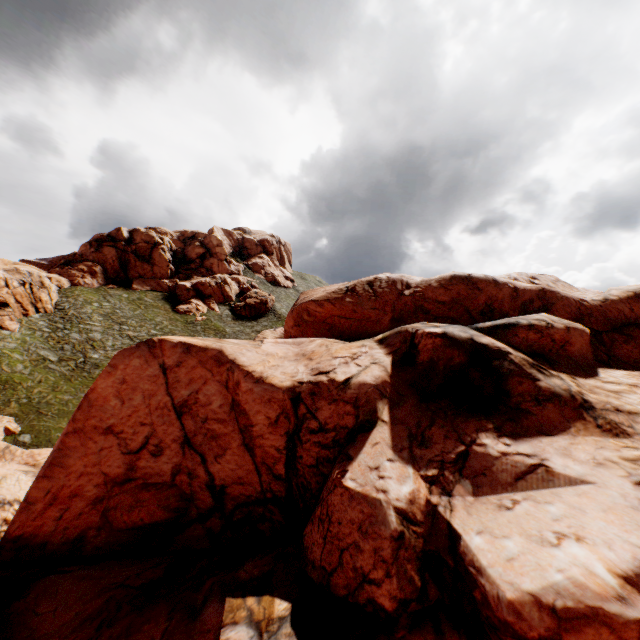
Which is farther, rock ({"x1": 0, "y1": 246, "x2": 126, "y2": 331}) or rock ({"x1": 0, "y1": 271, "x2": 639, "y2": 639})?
rock ({"x1": 0, "y1": 246, "x2": 126, "y2": 331})

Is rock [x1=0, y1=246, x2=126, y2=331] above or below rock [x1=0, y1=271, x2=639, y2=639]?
above

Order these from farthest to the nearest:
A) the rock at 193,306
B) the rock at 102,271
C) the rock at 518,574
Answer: the rock at 193,306 → the rock at 102,271 → the rock at 518,574

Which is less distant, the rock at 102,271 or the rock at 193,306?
the rock at 102,271

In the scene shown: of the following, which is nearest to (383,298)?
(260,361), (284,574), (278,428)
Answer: (260,361)

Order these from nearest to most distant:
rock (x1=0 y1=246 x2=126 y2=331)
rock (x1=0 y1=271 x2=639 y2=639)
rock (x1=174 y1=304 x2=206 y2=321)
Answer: rock (x1=0 y1=271 x2=639 y2=639), rock (x1=0 y1=246 x2=126 y2=331), rock (x1=174 y1=304 x2=206 y2=321)
